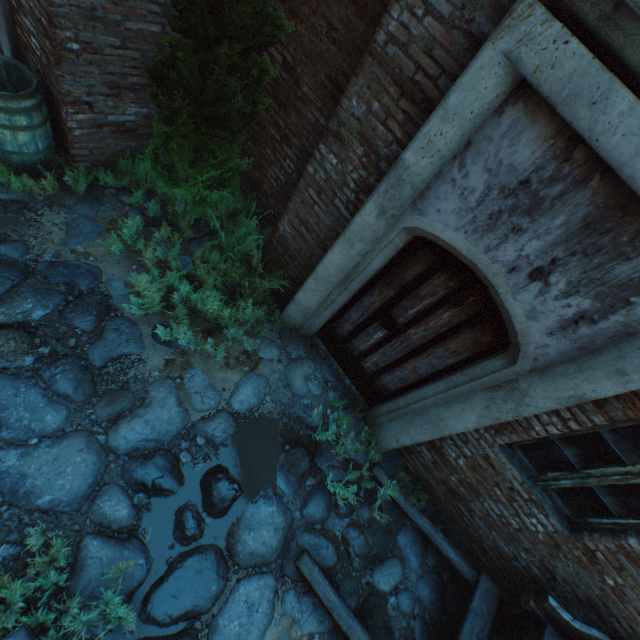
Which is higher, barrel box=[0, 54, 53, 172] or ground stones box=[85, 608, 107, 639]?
barrel box=[0, 54, 53, 172]

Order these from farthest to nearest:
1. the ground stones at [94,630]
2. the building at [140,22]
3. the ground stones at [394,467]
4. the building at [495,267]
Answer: the ground stones at [394,467], the building at [140,22], the ground stones at [94,630], the building at [495,267]

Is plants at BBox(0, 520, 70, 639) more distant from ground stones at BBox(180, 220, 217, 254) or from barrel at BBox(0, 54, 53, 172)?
barrel at BBox(0, 54, 53, 172)

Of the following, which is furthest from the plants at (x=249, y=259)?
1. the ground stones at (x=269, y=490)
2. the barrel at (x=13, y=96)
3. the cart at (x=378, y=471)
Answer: the cart at (x=378, y=471)

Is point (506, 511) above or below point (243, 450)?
above

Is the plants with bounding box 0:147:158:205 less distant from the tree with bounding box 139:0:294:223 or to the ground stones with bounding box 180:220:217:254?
the ground stones with bounding box 180:220:217:254

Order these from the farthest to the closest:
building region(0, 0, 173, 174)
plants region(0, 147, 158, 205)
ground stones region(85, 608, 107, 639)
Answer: plants region(0, 147, 158, 205)
building region(0, 0, 173, 174)
ground stones region(85, 608, 107, 639)

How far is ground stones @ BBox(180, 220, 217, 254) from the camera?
4.4m
